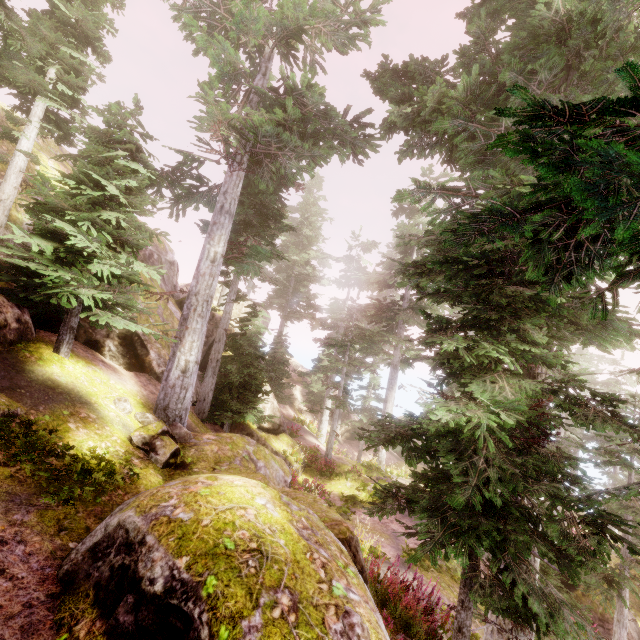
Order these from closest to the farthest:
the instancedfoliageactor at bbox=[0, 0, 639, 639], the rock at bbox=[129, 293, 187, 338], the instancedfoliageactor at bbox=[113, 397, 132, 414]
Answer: the instancedfoliageactor at bbox=[0, 0, 639, 639] → the instancedfoliageactor at bbox=[113, 397, 132, 414] → the rock at bbox=[129, 293, 187, 338]

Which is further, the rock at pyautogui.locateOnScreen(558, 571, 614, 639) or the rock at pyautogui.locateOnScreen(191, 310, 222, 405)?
the rock at pyautogui.locateOnScreen(191, 310, 222, 405)

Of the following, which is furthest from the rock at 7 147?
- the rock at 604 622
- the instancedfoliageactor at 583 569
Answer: the rock at 604 622

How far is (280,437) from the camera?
19.34m

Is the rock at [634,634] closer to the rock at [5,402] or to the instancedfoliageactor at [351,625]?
the instancedfoliageactor at [351,625]

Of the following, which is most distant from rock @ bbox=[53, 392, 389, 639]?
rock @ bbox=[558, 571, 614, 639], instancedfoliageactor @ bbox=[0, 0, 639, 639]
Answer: rock @ bbox=[558, 571, 614, 639]
